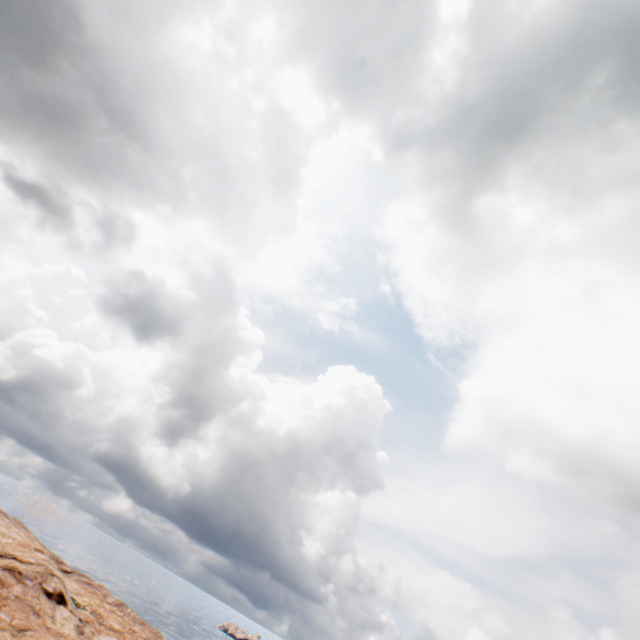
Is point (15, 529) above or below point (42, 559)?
below
